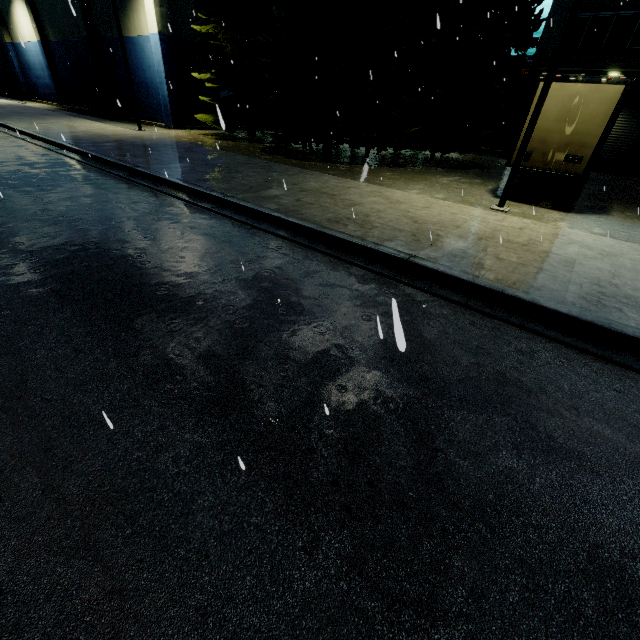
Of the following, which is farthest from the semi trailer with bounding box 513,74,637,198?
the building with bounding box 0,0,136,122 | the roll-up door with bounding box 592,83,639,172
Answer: the building with bounding box 0,0,136,122

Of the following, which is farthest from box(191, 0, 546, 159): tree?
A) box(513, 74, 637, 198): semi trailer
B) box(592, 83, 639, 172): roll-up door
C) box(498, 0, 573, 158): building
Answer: box(513, 74, 637, 198): semi trailer

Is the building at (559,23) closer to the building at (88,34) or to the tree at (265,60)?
the tree at (265,60)

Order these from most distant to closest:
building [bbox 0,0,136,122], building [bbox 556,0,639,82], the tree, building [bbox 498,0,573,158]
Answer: building [bbox 0,0,136,122]
building [bbox 498,0,573,158]
building [bbox 556,0,639,82]
the tree

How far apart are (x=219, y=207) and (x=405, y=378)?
7.0m

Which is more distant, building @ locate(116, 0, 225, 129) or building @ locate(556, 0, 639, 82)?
building @ locate(116, 0, 225, 129)

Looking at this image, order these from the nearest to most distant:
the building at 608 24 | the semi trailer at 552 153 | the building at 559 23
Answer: the semi trailer at 552 153 < the building at 608 24 < the building at 559 23

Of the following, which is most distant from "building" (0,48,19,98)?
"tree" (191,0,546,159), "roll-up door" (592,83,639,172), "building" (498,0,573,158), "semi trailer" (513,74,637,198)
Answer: "semi trailer" (513,74,637,198)
